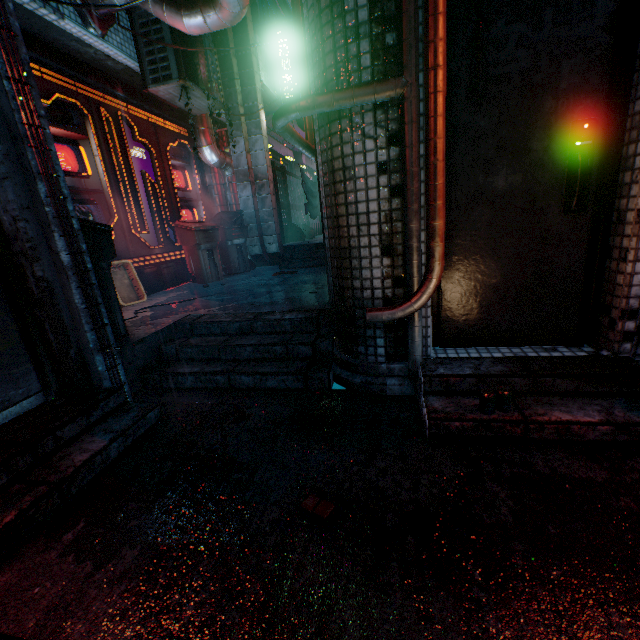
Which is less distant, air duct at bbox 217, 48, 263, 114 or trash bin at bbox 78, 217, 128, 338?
trash bin at bbox 78, 217, 128, 338

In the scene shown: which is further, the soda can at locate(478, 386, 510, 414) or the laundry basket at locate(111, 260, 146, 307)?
the laundry basket at locate(111, 260, 146, 307)

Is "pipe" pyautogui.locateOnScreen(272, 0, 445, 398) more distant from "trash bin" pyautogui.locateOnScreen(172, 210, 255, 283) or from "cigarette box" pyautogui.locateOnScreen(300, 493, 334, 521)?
"trash bin" pyautogui.locateOnScreen(172, 210, 255, 283)

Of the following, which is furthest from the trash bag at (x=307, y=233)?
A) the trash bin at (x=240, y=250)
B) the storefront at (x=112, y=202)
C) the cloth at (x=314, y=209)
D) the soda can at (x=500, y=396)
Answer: the soda can at (x=500, y=396)

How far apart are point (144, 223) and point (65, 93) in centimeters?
165cm

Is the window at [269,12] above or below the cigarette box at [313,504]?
above

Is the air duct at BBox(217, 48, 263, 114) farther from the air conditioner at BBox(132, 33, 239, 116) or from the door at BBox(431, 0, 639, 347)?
the door at BBox(431, 0, 639, 347)

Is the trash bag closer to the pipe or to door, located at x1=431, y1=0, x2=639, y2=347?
the pipe
